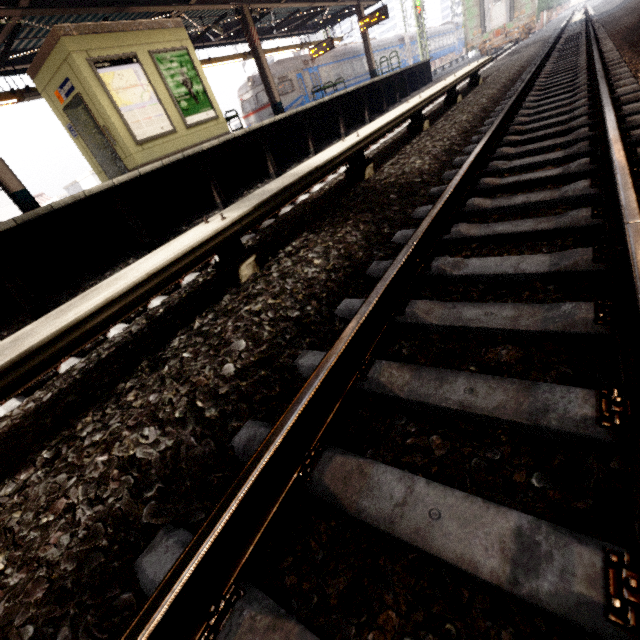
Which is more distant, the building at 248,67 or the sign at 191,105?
the building at 248,67

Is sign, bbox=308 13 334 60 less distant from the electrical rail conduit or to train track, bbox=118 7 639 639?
train track, bbox=118 7 639 639

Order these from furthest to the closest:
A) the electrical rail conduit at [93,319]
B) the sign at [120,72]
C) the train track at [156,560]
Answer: the sign at [120,72] < the electrical rail conduit at [93,319] < the train track at [156,560]

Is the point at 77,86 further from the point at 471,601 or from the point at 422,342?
the point at 471,601

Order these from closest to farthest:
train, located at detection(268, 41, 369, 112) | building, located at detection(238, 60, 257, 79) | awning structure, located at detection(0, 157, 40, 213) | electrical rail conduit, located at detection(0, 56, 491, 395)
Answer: electrical rail conduit, located at detection(0, 56, 491, 395)
awning structure, located at detection(0, 157, 40, 213)
train, located at detection(268, 41, 369, 112)
building, located at detection(238, 60, 257, 79)

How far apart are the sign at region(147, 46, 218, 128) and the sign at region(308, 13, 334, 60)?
11.79m

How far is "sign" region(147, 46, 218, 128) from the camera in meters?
8.4

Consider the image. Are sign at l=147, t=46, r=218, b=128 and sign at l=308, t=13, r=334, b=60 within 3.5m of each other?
no
